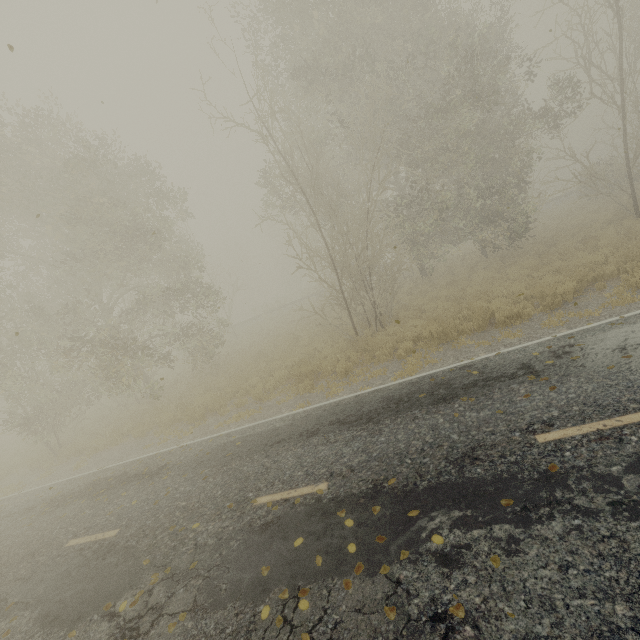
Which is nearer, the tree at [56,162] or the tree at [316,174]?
the tree at [316,174]

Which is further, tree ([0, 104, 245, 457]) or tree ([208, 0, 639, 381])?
tree ([0, 104, 245, 457])

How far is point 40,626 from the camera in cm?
527
